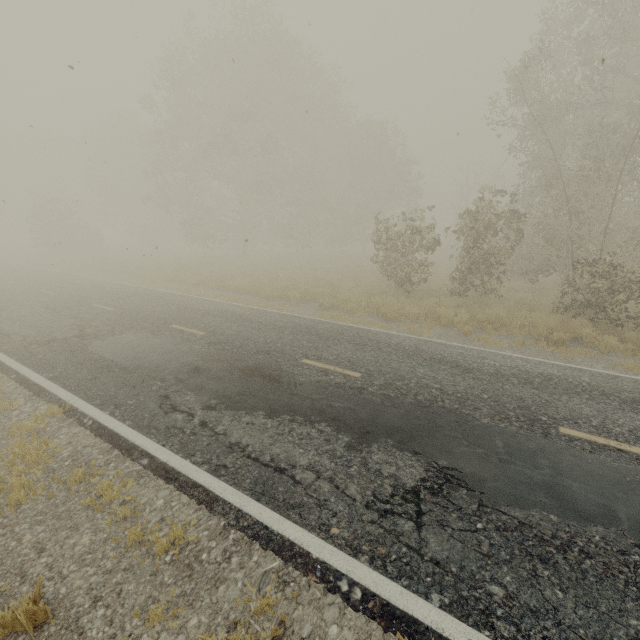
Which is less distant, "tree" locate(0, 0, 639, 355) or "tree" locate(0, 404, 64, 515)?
"tree" locate(0, 404, 64, 515)

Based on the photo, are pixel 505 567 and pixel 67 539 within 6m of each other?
yes

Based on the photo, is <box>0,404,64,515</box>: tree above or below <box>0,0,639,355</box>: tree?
below

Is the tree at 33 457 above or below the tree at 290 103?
below

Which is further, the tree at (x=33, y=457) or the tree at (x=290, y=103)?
the tree at (x=290, y=103)
